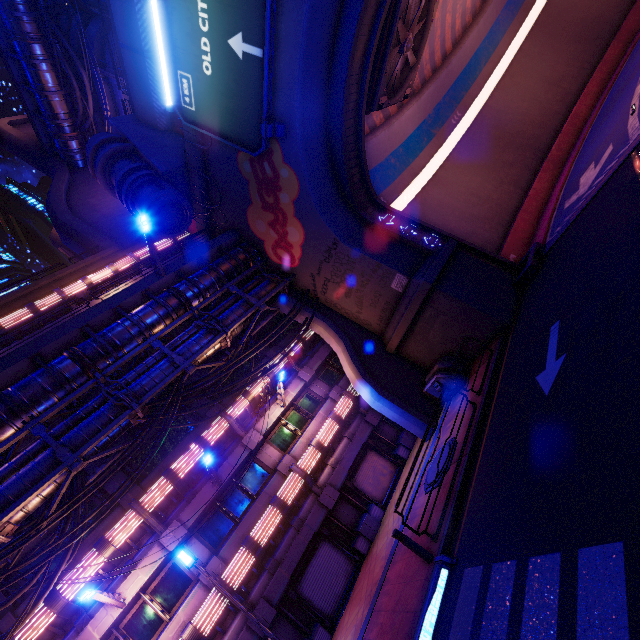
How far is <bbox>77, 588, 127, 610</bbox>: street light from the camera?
9.7m

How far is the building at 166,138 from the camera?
17.0 meters

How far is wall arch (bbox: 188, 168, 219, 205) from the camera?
18.57m

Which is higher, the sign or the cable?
the sign

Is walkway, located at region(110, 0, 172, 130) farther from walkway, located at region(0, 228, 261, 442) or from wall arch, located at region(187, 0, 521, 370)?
walkway, located at region(0, 228, 261, 442)

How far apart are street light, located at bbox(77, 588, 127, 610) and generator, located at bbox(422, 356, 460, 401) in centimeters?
1448cm

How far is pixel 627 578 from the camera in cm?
366

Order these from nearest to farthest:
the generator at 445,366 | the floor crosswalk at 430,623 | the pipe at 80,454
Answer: the floor crosswalk at 430,623, the pipe at 80,454, the generator at 445,366
